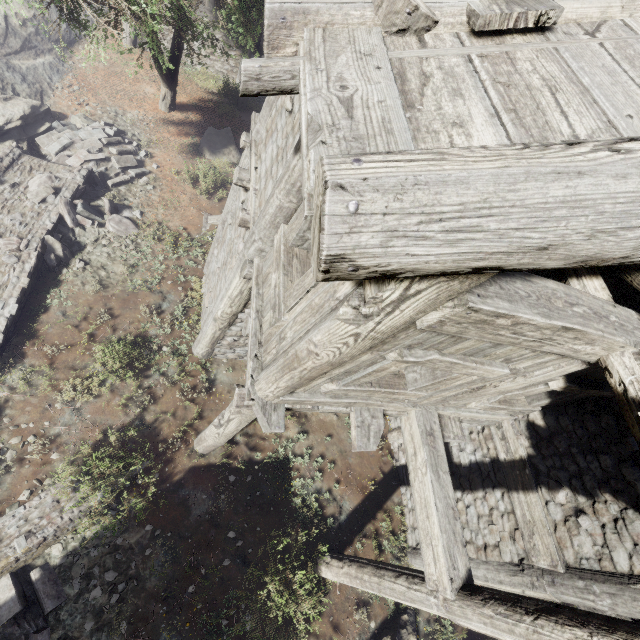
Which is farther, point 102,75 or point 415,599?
point 102,75

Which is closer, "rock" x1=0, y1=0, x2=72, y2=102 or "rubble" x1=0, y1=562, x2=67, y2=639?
"rubble" x1=0, y1=562, x2=67, y2=639

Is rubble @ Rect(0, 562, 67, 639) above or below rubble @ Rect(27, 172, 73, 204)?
above

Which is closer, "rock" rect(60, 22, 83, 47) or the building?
the building

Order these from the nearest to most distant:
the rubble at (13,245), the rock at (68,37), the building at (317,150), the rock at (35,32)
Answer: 1. the building at (317,150)
2. the rubble at (13,245)
3. the rock at (35,32)
4. the rock at (68,37)

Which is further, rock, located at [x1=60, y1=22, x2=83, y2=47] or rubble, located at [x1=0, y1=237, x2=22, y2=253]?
rock, located at [x1=60, y1=22, x2=83, y2=47]

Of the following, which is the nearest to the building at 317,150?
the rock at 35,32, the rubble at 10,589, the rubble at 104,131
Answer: the rock at 35,32

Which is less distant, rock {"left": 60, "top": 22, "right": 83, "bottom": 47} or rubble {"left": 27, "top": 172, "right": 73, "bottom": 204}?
rubble {"left": 27, "top": 172, "right": 73, "bottom": 204}
